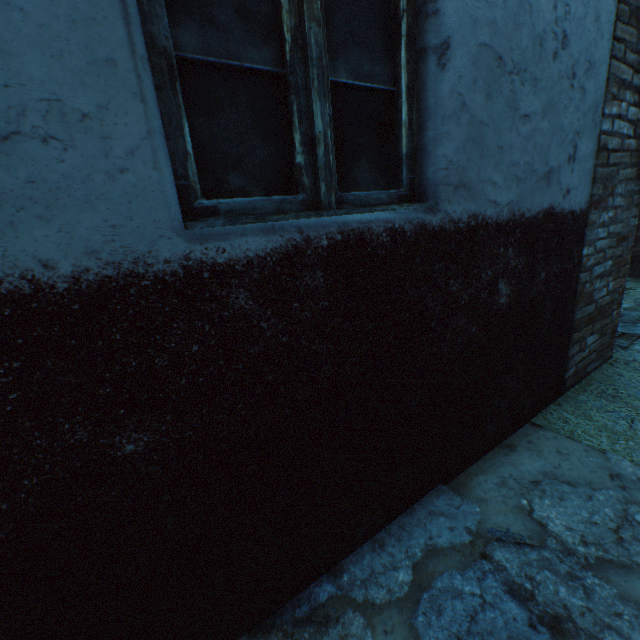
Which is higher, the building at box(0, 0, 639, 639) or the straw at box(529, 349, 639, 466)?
the building at box(0, 0, 639, 639)

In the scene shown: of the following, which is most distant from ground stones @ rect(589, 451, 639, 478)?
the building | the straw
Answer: the building

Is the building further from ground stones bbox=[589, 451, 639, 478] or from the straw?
ground stones bbox=[589, 451, 639, 478]

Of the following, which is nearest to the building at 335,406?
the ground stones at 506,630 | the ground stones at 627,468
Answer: the ground stones at 506,630

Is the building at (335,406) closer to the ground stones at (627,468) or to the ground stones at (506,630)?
the ground stones at (506,630)

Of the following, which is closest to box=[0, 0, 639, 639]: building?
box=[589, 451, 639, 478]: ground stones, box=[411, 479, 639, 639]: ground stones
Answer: box=[411, 479, 639, 639]: ground stones

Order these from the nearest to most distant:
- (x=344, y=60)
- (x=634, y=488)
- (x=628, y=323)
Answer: (x=344, y=60)
(x=634, y=488)
(x=628, y=323)
